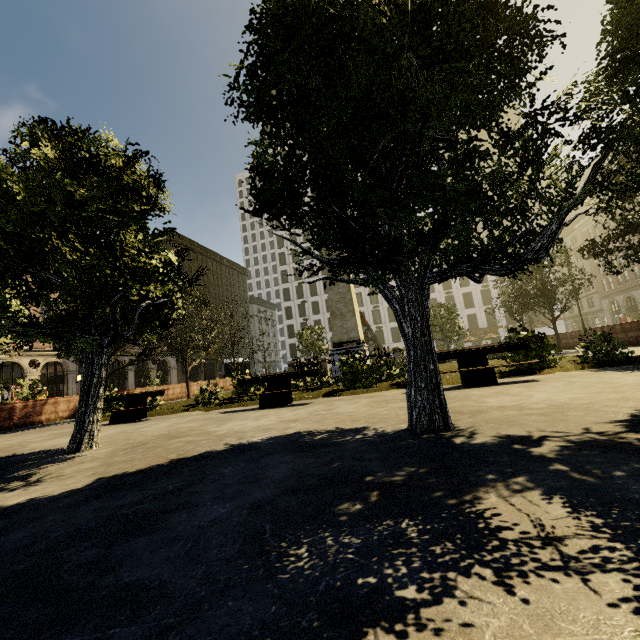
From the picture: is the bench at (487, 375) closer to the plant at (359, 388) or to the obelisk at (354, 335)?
the plant at (359, 388)

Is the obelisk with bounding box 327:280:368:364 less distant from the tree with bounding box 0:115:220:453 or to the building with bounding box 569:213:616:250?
the tree with bounding box 0:115:220:453

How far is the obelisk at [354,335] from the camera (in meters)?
16.89

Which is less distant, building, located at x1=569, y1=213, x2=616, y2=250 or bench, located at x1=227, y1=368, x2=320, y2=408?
bench, located at x1=227, y1=368, x2=320, y2=408

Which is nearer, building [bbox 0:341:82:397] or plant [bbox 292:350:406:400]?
plant [bbox 292:350:406:400]

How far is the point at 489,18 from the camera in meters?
4.0

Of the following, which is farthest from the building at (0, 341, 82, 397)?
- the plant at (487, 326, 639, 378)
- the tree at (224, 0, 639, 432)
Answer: the plant at (487, 326, 639, 378)

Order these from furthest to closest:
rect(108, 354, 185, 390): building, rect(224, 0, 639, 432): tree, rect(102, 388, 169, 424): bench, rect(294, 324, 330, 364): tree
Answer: rect(108, 354, 185, 390): building, rect(294, 324, 330, 364): tree, rect(102, 388, 169, 424): bench, rect(224, 0, 639, 432): tree
